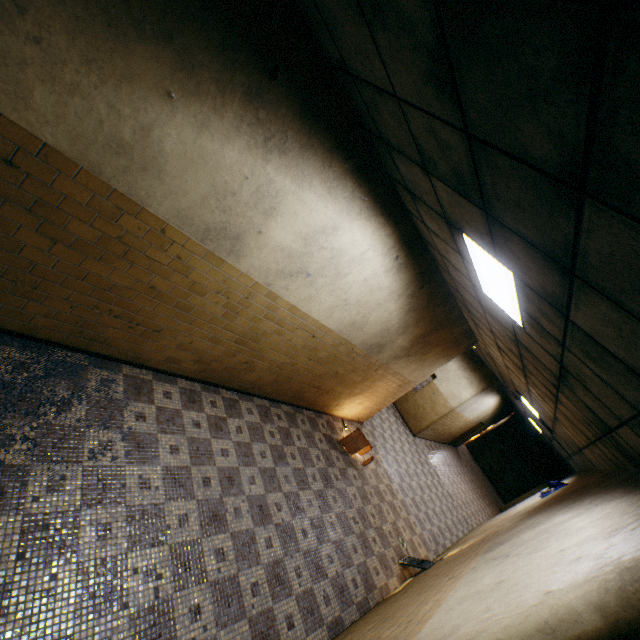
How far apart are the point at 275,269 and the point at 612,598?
3.70m

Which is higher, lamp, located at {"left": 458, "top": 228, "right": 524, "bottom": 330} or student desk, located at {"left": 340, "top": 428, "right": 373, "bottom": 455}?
lamp, located at {"left": 458, "top": 228, "right": 524, "bottom": 330}

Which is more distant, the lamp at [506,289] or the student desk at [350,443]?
the student desk at [350,443]

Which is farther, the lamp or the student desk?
the student desk

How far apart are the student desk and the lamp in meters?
4.7 m

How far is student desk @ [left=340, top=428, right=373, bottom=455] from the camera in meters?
7.4

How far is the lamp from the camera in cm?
270

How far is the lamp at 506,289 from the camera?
2.7m
